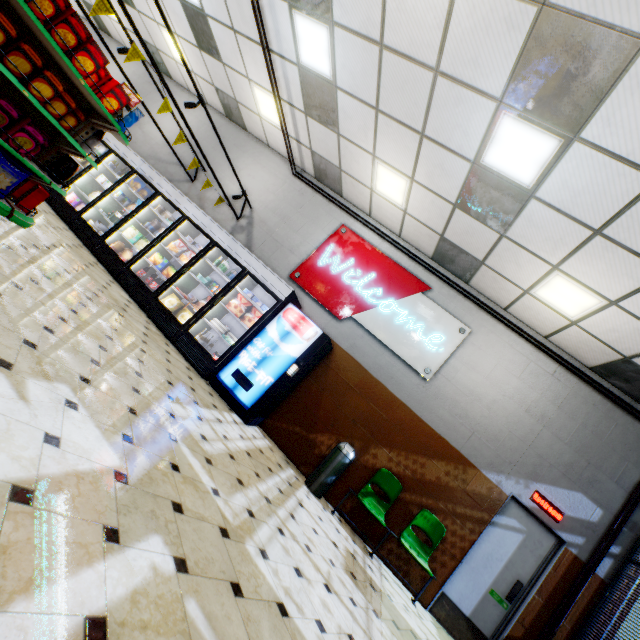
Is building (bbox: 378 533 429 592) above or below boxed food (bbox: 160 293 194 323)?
below

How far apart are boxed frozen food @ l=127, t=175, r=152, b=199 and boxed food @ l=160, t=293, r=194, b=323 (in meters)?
3.02

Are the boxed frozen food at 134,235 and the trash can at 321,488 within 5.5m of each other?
no

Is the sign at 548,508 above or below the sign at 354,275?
below

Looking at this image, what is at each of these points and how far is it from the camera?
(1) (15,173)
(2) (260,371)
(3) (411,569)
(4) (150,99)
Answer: (1) packaged food, 4.1 meters
(2) vending machine, 5.6 meters
(3) building, 5.2 meters
(4) building, 9.8 meters

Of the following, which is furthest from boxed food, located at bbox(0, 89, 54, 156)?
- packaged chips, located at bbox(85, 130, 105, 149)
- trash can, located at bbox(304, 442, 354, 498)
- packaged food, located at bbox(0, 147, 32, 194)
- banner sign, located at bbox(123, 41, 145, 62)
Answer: trash can, located at bbox(304, 442, 354, 498)

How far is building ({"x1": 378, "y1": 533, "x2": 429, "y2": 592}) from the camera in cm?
513

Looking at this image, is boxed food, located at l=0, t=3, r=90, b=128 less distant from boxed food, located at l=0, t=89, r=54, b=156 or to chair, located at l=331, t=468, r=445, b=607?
boxed food, located at l=0, t=89, r=54, b=156
